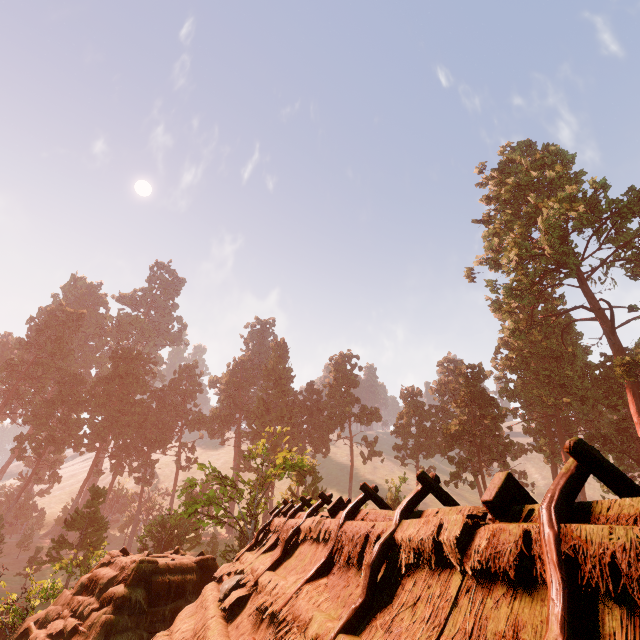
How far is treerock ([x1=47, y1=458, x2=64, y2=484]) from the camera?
47.64m

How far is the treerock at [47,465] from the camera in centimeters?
4764cm

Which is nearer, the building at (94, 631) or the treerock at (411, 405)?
the building at (94, 631)

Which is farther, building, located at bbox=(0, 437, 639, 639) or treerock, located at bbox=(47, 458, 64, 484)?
treerock, located at bbox=(47, 458, 64, 484)

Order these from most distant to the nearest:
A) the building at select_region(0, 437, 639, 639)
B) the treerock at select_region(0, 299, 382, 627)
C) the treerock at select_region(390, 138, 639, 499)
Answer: the treerock at select_region(390, 138, 639, 499) < the treerock at select_region(0, 299, 382, 627) < the building at select_region(0, 437, 639, 639)

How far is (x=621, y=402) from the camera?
36.25m

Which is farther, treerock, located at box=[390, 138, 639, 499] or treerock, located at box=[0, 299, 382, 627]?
treerock, located at box=[390, 138, 639, 499]
